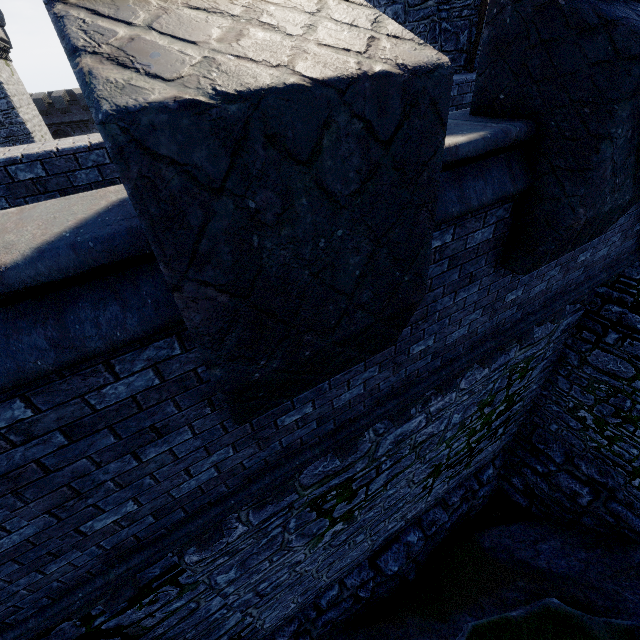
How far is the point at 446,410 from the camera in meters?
6.2 m

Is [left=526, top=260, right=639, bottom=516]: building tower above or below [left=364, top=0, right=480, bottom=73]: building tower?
below

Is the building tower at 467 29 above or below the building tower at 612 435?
above
